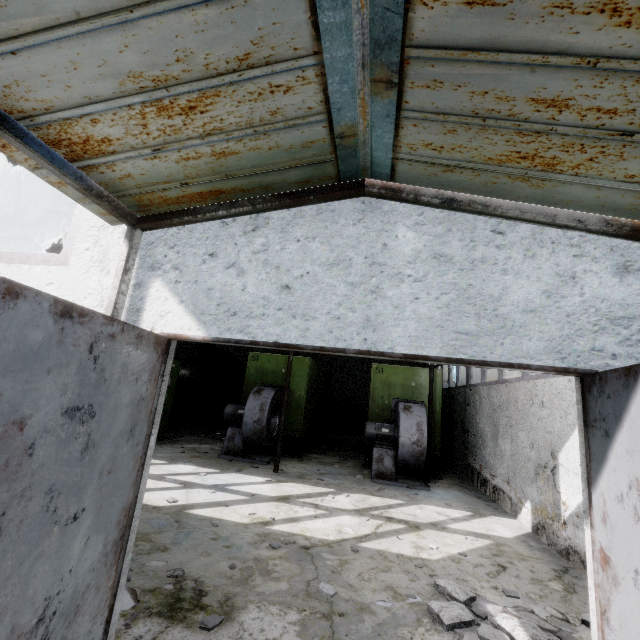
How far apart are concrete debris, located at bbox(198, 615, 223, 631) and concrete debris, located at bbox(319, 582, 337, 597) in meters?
1.0 m

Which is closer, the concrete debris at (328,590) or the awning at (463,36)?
the awning at (463,36)

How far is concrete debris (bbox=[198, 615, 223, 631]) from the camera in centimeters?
257cm

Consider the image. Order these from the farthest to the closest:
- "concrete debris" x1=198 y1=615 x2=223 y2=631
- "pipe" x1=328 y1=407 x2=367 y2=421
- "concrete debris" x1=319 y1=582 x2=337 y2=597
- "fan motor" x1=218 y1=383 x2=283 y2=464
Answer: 1. "pipe" x1=328 y1=407 x2=367 y2=421
2. "fan motor" x1=218 y1=383 x2=283 y2=464
3. "concrete debris" x1=319 y1=582 x2=337 y2=597
4. "concrete debris" x1=198 y1=615 x2=223 y2=631

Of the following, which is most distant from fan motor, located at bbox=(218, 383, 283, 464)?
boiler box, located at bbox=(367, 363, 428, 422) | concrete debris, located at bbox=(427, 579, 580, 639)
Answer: concrete debris, located at bbox=(427, 579, 580, 639)

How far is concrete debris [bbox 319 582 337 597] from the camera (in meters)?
3.17

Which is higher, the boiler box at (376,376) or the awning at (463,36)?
the awning at (463,36)

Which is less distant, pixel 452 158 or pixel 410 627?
pixel 452 158
